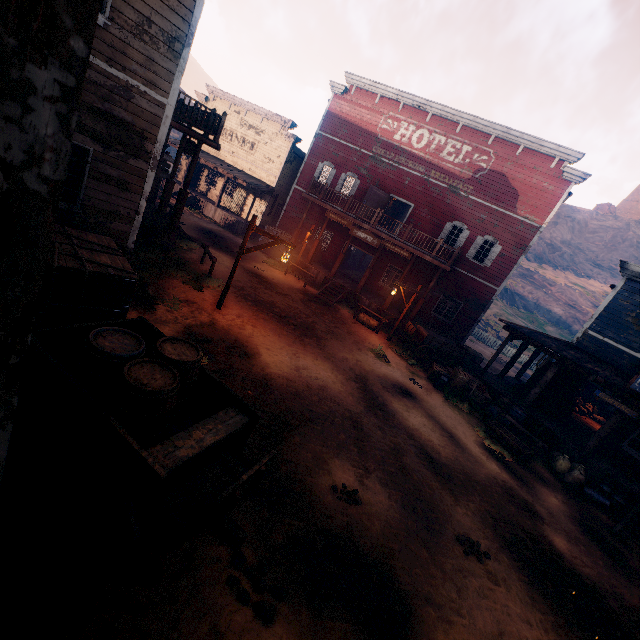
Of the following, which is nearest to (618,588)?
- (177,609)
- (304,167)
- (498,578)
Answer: (498,578)

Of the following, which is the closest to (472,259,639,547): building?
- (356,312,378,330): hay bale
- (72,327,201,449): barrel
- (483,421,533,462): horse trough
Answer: (72,327,201,449): barrel

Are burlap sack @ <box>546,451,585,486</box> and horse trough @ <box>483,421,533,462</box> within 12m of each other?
yes

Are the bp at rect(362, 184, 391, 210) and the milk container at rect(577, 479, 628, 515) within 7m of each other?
no

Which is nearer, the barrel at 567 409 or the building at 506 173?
the building at 506 173

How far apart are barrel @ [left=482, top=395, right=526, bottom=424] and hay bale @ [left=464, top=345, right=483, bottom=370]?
5.8m

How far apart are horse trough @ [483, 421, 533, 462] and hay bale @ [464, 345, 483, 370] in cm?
813

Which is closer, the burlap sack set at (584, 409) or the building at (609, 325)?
the building at (609, 325)
